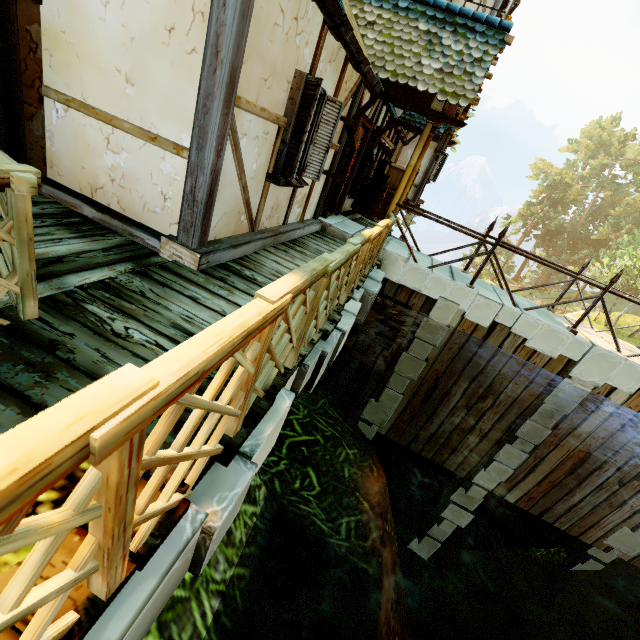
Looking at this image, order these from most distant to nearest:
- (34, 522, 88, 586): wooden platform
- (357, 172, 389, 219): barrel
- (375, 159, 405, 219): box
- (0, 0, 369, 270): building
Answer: (375, 159, 405, 219): box
(357, 172, 389, 219): barrel
(0, 0, 369, 270): building
(34, 522, 88, 586): wooden platform

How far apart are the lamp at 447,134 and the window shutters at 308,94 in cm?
230

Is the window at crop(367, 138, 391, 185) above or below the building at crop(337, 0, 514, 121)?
below

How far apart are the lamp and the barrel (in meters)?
2.36

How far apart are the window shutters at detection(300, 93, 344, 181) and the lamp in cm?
230

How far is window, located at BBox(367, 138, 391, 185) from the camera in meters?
9.0

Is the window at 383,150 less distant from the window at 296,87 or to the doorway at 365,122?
the doorway at 365,122

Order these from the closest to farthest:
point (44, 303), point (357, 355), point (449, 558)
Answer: point (44, 303)
point (357, 355)
point (449, 558)
